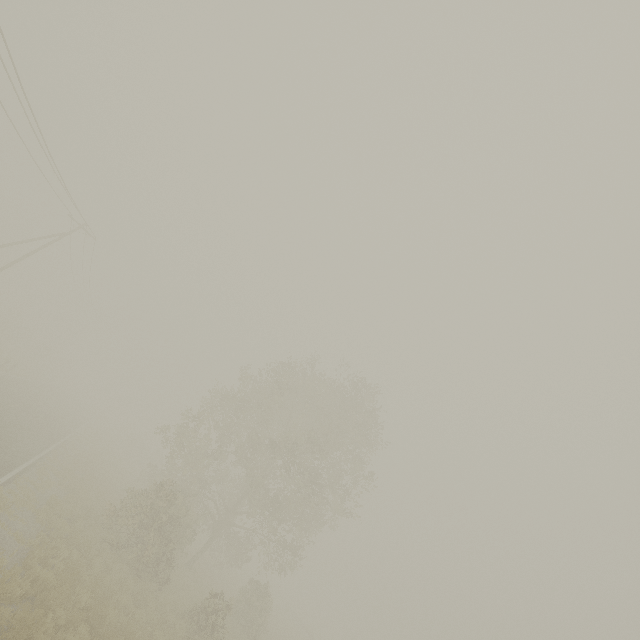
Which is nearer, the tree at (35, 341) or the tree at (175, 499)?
the tree at (175, 499)

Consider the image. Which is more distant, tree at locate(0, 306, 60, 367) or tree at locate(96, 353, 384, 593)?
tree at locate(0, 306, 60, 367)

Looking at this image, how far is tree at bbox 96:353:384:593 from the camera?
16.54m

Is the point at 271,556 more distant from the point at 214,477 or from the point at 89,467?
the point at 89,467

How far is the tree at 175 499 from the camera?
16.54m
